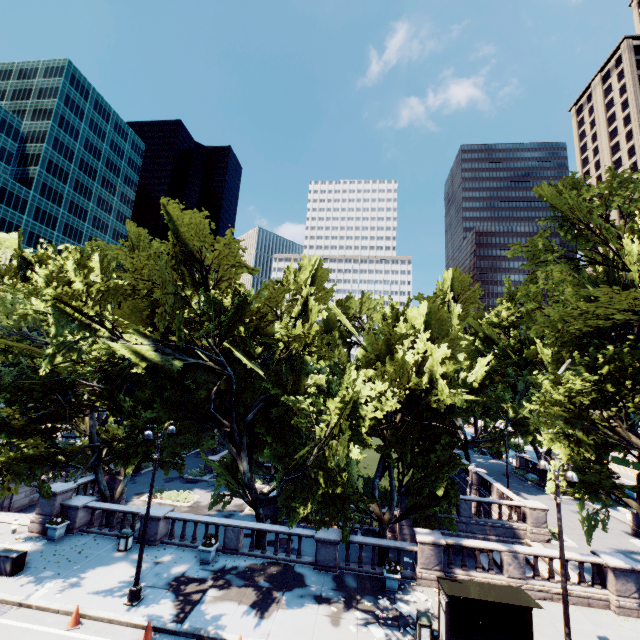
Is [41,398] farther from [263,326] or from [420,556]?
[420,556]

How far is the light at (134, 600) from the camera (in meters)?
13.85

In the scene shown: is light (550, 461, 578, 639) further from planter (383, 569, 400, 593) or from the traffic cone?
the traffic cone

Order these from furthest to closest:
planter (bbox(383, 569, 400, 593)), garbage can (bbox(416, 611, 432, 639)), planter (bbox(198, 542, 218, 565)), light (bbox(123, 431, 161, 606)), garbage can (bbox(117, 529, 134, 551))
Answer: garbage can (bbox(117, 529, 134, 551)) → planter (bbox(198, 542, 218, 565)) → planter (bbox(383, 569, 400, 593)) → light (bbox(123, 431, 161, 606)) → garbage can (bbox(416, 611, 432, 639))

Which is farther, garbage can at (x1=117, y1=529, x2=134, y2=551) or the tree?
garbage can at (x1=117, y1=529, x2=134, y2=551)

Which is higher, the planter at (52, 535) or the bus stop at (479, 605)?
the bus stop at (479, 605)

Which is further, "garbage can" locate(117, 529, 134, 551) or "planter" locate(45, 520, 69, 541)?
"planter" locate(45, 520, 69, 541)

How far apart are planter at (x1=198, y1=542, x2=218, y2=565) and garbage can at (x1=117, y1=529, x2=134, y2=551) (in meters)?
4.19
